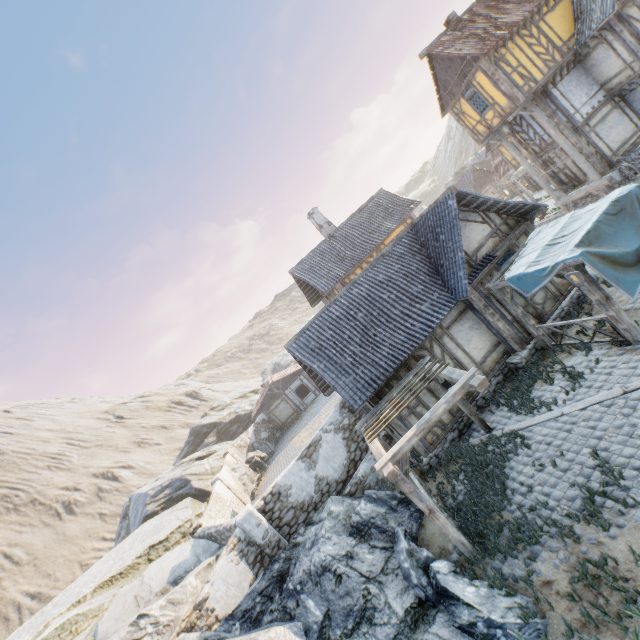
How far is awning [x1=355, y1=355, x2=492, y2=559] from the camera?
7.2m

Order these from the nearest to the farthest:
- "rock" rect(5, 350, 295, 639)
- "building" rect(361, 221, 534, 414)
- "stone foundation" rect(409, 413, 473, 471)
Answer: "rock" rect(5, 350, 295, 639) → "stone foundation" rect(409, 413, 473, 471) → "building" rect(361, 221, 534, 414)

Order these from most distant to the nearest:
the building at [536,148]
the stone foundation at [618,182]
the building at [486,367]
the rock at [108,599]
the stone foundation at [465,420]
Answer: the building at [536,148] → the stone foundation at [618,182] → the building at [486,367] → the stone foundation at [465,420] → the rock at [108,599]

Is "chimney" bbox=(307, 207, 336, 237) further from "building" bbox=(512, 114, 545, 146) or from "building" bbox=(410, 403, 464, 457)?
"building" bbox=(512, 114, 545, 146)

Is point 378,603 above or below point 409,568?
above

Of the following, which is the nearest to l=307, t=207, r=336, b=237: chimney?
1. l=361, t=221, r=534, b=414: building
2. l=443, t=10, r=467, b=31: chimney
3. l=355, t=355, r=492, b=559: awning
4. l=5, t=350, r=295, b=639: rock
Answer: l=361, t=221, r=534, b=414: building

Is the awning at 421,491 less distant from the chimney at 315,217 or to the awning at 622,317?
the awning at 622,317

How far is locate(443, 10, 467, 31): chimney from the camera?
17.6 meters
